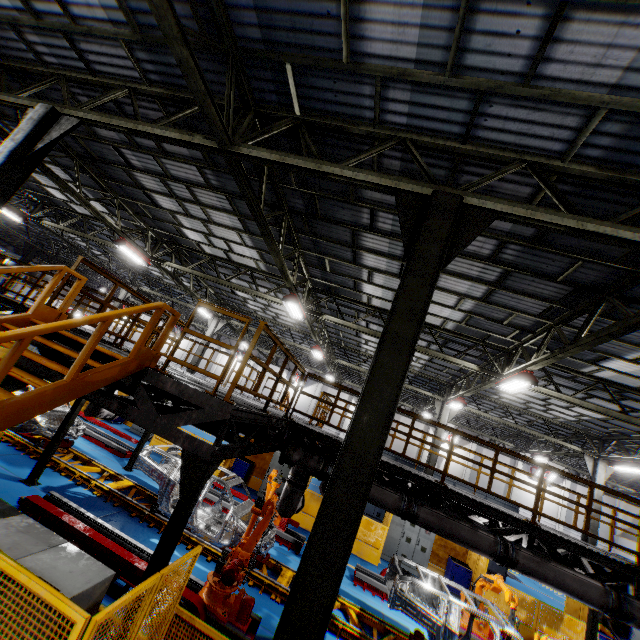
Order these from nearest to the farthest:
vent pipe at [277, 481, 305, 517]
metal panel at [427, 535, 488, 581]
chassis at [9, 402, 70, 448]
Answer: vent pipe at [277, 481, 305, 517], chassis at [9, 402, 70, 448], metal panel at [427, 535, 488, 581]

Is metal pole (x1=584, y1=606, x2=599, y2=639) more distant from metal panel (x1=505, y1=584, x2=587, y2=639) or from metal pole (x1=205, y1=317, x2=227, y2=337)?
metal pole (x1=205, y1=317, x2=227, y2=337)

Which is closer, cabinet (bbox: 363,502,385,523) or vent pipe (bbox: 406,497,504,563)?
vent pipe (bbox: 406,497,504,563)

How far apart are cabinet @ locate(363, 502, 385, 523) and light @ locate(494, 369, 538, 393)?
13.7m

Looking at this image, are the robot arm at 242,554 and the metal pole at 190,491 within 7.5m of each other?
yes

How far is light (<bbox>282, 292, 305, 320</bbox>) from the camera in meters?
11.0

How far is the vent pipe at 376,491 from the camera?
7.0m

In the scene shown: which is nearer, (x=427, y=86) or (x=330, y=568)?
(x=330, y=568)
